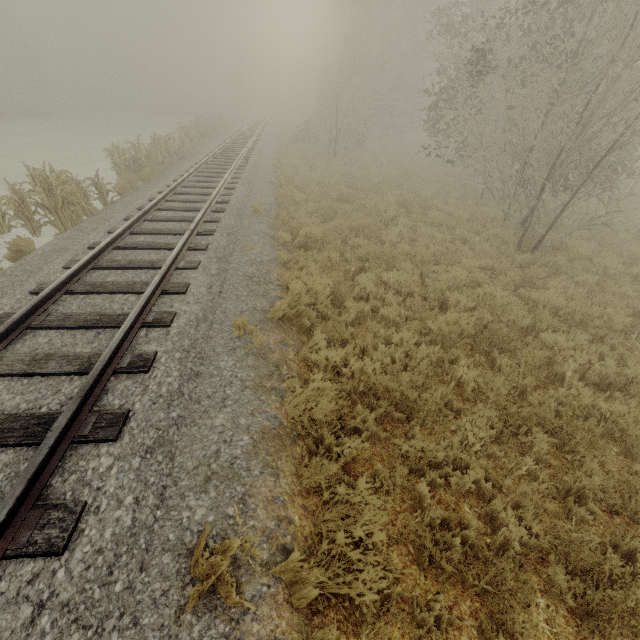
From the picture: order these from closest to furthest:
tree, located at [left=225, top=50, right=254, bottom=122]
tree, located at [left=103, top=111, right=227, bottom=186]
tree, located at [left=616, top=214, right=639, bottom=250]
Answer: tree, located at [left=616, top=214, right=639, bottom=250]
tree, located at [left=103, top=111, right=227, bottom=186]
tree, located at [left=225, top=50, right=254, bottom=122]

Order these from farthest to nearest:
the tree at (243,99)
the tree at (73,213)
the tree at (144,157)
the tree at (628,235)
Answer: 1. the tree at (243,99)
2. the tree at (144,157)
3. the tree at (628,235)
4. the tree at (73,213)

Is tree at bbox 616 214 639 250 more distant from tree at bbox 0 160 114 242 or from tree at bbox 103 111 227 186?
tree at bbox 103 111 227 186

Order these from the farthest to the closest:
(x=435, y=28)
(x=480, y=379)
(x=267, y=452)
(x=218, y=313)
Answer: →
(x=435, y=28)
(x=218, y=313)
(x=480, y=379)
(x=267, y=452)

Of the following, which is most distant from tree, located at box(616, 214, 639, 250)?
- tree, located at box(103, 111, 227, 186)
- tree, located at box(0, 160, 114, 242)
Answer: tree, located at box(103, 111, 227, 186)

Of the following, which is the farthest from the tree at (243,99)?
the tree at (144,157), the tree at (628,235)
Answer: the tree at (628,235)

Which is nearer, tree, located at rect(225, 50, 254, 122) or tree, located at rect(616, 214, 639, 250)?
tree, located at rect(616, 214, 639, 250)

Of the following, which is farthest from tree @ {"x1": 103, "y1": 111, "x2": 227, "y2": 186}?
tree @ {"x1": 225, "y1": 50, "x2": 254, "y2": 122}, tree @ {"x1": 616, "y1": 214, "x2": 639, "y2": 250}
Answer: tree @ {"x1": 225, "y1": 50, "x2": 254, "y2": 122}
